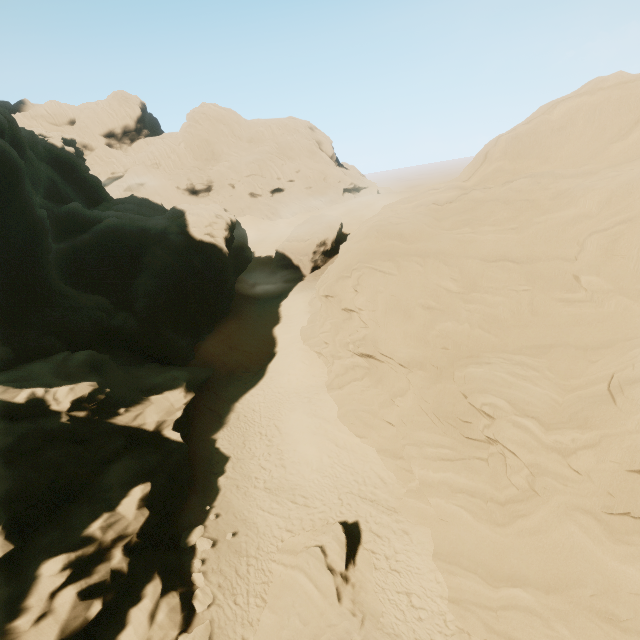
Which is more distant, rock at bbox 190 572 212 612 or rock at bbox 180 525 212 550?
rock at bbox 180 525 212 550

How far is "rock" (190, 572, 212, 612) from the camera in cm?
1215

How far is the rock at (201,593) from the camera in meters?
12.1 m

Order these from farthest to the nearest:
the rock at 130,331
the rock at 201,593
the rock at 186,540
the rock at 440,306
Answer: the rock at 186,540, the rock at 201,593, the rock at 130,331, the rock at 440,306

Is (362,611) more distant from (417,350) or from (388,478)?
(417,350)

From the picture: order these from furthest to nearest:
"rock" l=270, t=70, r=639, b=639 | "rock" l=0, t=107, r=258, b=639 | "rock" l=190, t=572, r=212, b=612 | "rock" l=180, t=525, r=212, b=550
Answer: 1. "rock" l=180, t=525, r=212, b=550
2. "rock" l=190, t=572, r=212, b=612
3. "rock" l=0, t=107, r=258, b=639
4. "rock" l=270, t=70, r=639, b=639

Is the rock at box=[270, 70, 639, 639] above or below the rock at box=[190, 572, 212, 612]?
above
